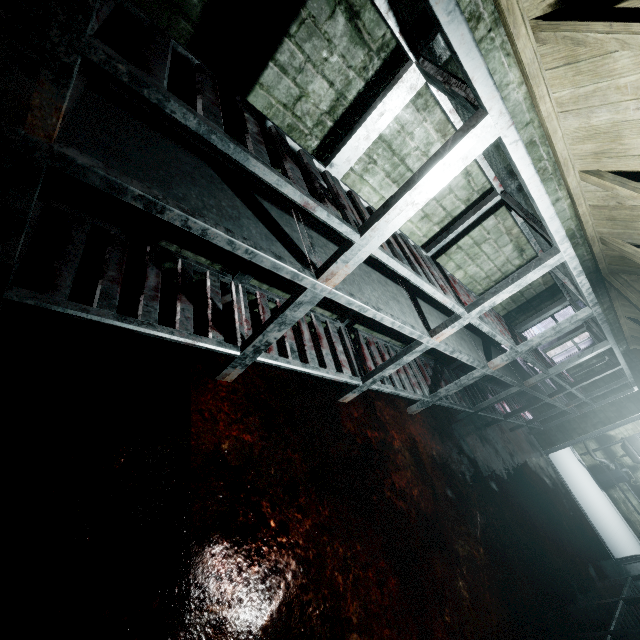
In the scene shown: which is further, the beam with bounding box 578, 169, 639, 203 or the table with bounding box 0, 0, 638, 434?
the beam with bounding box 578, 169, 639, 203

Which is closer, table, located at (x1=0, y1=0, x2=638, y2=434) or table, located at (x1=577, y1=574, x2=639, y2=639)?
table, located at (x1=0, y1=0, x2=638, y2=434)

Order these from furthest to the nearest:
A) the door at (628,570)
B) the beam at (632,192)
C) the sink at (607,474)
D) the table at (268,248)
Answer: the sink at (607,474), the door at (628,570), the beam at (632,192), the table at (268,248)

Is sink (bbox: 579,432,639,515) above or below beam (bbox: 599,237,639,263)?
below

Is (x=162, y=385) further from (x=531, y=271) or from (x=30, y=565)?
(x=531, y=271)

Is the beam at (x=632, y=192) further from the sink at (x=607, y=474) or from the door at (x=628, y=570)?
the sink at (x=607, y=474)

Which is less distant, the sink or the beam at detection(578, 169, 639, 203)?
the beam at detection(578, 169, 639, 203)

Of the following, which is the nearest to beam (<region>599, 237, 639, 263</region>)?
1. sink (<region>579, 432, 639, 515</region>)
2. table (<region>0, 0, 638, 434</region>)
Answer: table (<region>0, 0, 638, 434</region>)
